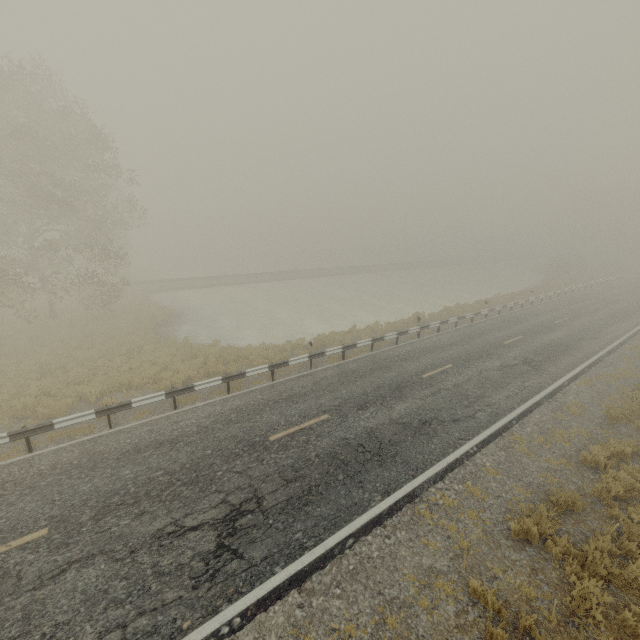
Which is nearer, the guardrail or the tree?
the guardrail

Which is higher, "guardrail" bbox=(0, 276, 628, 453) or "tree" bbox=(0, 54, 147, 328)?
"tree" bbox=(0, 54, 147, 328)

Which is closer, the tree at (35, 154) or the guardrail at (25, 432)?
the guardrail at (25, 432)

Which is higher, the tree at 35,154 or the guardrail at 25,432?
the tree at 35,154

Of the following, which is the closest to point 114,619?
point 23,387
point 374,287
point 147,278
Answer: point 23,387
